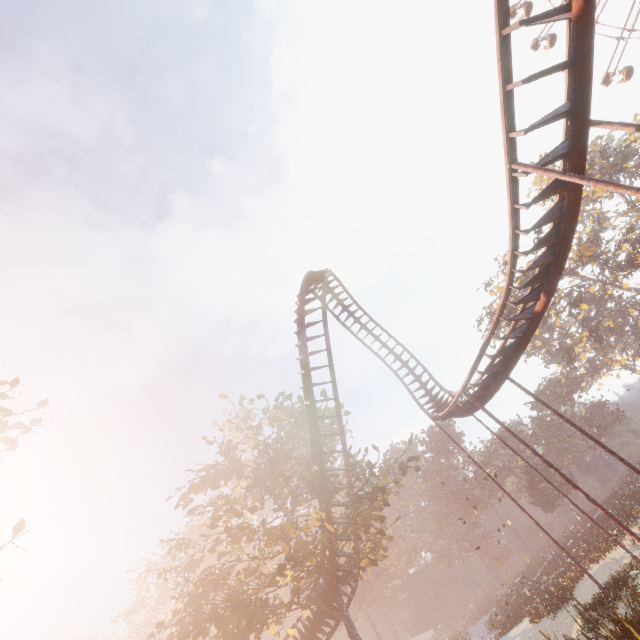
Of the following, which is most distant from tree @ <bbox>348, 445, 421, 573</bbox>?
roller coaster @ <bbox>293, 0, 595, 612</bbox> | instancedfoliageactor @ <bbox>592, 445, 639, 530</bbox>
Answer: instancedfoliageactor @ <bbox>592, 445, 639, 530</bbox>

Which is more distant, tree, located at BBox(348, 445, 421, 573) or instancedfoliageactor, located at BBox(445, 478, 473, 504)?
instancedfoliageactor, located at BBox(445, 478, 473, 504)

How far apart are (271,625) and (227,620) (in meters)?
8.50

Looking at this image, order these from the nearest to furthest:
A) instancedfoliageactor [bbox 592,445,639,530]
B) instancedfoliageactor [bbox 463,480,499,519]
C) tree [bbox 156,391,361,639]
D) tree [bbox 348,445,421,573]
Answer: tree [bbox 156,391,361,639] → tree [bbox 348,445,421,573] → instancedfoliageactor [bbox 592,445,639,530] → instancedfoliageactor [bbox 463,480,499,519]

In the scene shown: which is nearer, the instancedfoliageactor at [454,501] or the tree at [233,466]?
the tree at [233,466]

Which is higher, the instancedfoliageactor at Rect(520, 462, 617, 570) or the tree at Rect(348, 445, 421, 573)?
the tree at Rect(348, 445, 421, 573)

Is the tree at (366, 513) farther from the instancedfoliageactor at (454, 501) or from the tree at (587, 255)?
the tree at (587, 255)
